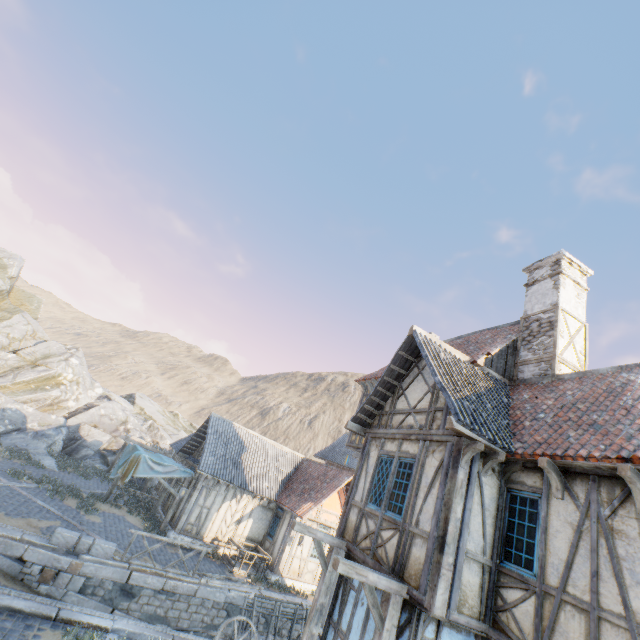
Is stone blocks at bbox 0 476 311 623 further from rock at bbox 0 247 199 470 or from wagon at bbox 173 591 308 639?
wagon at bbox 173 591 308 639

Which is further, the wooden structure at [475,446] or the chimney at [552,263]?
the chimney at [552,263]

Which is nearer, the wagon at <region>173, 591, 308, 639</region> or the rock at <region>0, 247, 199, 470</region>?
the wagon at <region>173, 591, 308, 639</region>

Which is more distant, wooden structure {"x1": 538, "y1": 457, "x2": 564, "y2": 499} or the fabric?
the fabric

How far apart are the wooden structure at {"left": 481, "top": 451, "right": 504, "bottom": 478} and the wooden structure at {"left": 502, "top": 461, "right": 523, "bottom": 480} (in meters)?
0.36

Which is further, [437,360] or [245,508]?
[245,508]

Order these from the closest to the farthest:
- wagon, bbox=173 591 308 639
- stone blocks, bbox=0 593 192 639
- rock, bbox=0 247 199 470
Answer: stone blocks, bbox=0 593 192 639, wagon, bbox=173 591 308 639, rock, bbox=0 247 199 470

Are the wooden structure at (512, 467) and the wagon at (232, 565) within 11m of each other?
no
